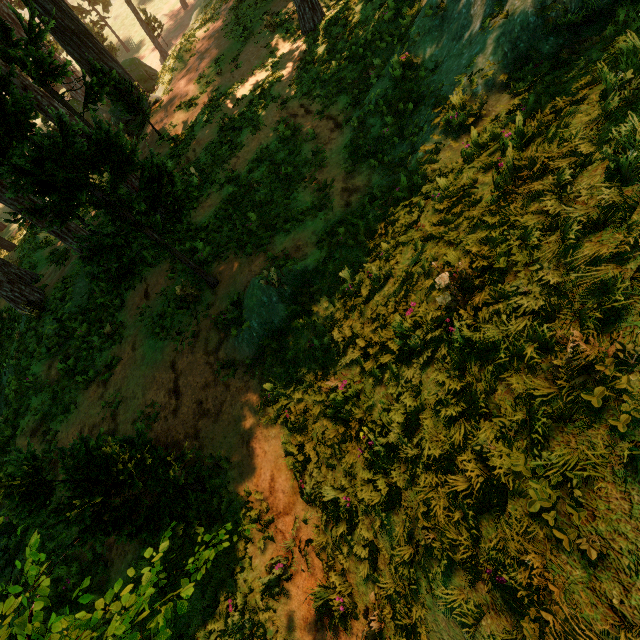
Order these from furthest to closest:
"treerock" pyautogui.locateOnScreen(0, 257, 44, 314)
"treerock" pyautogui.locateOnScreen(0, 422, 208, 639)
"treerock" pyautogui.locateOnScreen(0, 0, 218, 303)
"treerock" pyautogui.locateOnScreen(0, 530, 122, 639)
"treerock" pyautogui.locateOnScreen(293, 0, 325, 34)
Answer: "treerock" pyautogui.locateOnScreen(293, 0, 325, 34) → "treerock" pyautogui.locateOnScreen(0, 257, 44, 314) → "treerock" pyautogui.locateOnScreen(0, 0, 218, 303) → "treerock" pyautogui.locateOnScreen(0, 422, 208, 639) → "treerock" pyautogui.locateOnScreen(0, 530, 122, 639)

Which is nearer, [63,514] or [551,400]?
[551,400]

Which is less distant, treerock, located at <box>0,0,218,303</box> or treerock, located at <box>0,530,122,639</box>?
treerock, located at <box>0,530,122,639</box>

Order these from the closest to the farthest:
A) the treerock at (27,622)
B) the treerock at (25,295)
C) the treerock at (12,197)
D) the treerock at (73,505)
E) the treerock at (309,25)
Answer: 1. the treerock at (27,622)
2. the treerock at (73,505)
3. the treerock at (12,197)
4. the treerock at (25,295)
5. the treerock at (309,25)

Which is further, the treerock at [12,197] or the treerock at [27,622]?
the treerock at [12,197]
